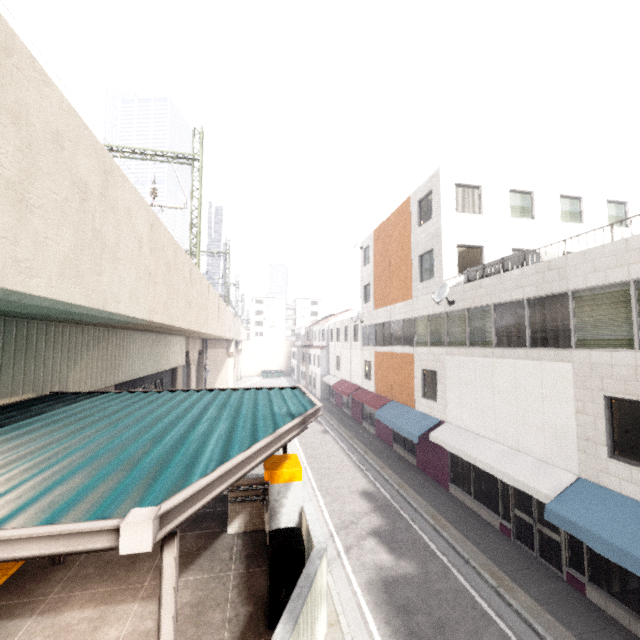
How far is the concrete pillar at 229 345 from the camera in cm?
3253

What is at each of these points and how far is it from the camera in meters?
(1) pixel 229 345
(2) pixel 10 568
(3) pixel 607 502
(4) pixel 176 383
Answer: (1) concrete pillar, 38.2 m
(2) groundtactileadastrip, 6.2 m
(3) awning, 7.5 m
(4) concrete pillar, 19.0 m

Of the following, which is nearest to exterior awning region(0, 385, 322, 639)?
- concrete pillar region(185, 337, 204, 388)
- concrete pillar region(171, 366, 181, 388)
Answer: concrete pillar region(171, 366, 181, 388)

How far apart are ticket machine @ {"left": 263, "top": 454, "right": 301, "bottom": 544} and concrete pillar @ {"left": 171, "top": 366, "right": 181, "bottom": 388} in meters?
14.1

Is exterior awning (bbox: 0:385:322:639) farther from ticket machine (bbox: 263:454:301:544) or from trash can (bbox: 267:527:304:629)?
trash can (bbox: 267:527:304:629)

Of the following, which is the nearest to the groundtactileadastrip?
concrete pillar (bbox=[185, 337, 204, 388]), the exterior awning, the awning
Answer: the exterior awning

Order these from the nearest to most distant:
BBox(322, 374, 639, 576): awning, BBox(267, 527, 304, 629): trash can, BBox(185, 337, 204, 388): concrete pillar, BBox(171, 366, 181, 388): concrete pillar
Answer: BBox(267, 527, 304, 629): trash can
BBox(322, 374, 639, 576): awning
BBox(171, 366, 181, 388): concrete pillar
BBox(185, 337, 204, 388): concrete pillar

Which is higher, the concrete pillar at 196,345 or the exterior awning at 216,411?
the concrete pillar at 196,345
